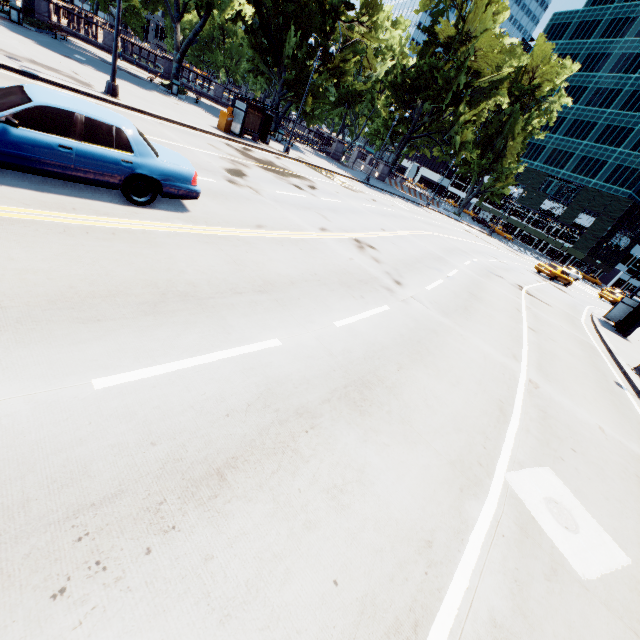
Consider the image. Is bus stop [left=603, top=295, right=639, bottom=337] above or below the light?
above

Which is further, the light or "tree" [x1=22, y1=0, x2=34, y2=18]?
"tree" [x1=22, y1=0, x2=34, y2=18]

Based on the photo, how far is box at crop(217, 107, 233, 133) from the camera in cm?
2002

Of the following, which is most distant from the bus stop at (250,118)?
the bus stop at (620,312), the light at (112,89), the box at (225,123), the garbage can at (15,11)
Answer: the bus stop at (620,312)

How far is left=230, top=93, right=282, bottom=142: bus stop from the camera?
20.2m

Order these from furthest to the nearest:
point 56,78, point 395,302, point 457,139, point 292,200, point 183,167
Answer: point 457,139 → point 292,200 → point 56,78 → point 395,302 → point 183,167

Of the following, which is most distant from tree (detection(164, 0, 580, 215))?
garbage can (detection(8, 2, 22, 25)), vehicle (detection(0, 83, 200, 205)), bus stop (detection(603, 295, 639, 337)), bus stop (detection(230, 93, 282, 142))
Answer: vehicle (detection(0, 83, 200, 205))

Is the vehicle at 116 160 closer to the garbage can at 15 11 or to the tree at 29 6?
the tree at 29 6
